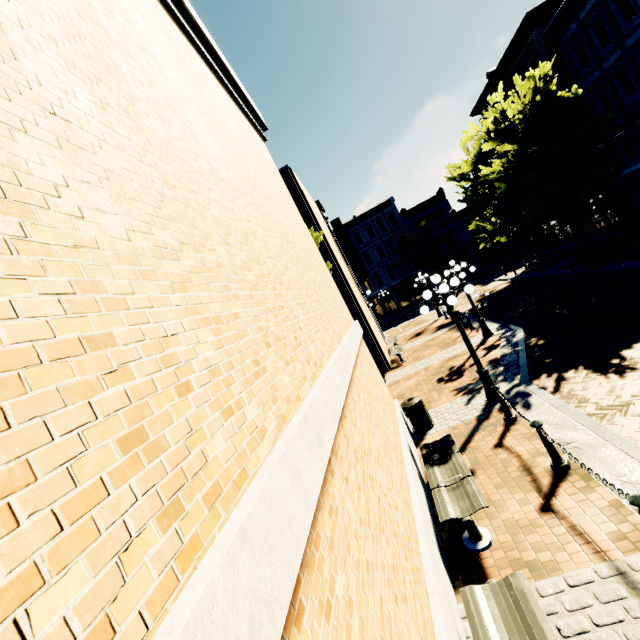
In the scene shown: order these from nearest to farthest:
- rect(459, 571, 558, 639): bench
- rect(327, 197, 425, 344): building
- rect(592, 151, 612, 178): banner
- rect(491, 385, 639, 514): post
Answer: rect(459, 571, 558, 639): bench → rect(491, 385, 639, 514): post → rect(592, 151, 612, 178): banner → rect(327, 197, 425, 344): building

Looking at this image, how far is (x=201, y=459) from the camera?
1.3 meters

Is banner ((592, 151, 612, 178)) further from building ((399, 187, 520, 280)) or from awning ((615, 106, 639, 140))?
building ((399, 187, 520, 280))

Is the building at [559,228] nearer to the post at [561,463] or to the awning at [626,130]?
the awning at [626,130]

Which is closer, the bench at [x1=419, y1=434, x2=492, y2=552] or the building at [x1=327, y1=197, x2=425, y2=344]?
the bench at [x1=419, y1=434, x2=492, y2=552]

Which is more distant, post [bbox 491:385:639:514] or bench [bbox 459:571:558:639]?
post [bbox 491:385:639:514]

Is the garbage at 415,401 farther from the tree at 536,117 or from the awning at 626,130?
the awning at 626,130

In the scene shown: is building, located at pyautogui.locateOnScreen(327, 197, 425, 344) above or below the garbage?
above
